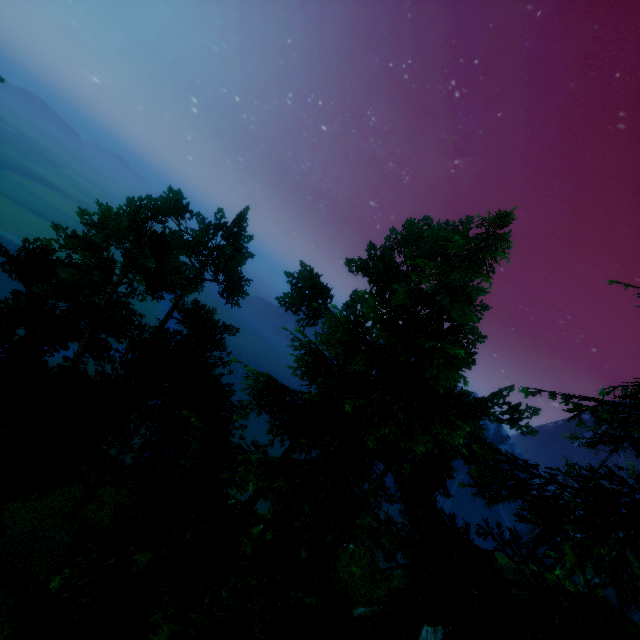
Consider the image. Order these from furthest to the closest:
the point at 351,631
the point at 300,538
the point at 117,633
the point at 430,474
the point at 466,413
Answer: the point at 430,474 < the point at 466,413 < the point at 117,633 < the point at 300,538 < the point at 351,631
